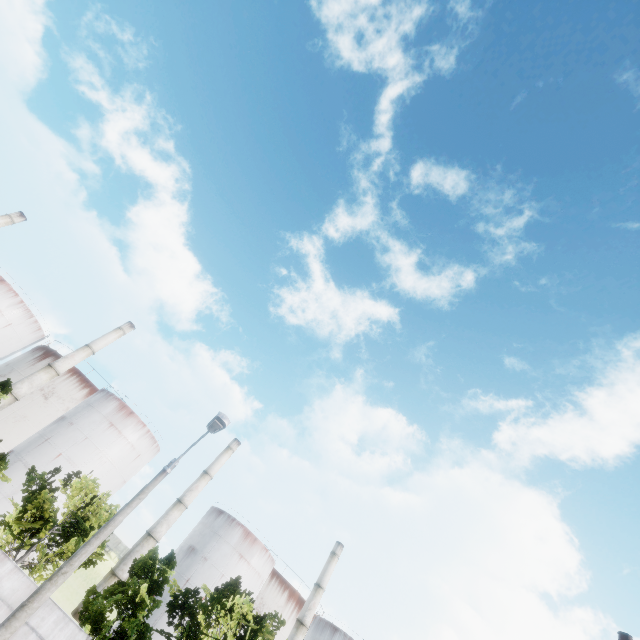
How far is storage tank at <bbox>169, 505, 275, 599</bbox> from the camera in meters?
41.3 m

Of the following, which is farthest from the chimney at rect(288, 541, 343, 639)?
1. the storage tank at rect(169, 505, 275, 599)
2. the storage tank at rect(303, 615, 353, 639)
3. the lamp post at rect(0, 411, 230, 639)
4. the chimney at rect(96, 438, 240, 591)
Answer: the lamp post at rect(0, 411, 230, 639)

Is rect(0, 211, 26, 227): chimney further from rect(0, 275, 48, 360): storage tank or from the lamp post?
the lamp post

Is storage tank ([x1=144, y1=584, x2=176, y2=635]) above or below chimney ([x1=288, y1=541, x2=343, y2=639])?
below

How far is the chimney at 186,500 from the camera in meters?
37.8

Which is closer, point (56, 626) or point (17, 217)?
point (56, 626)

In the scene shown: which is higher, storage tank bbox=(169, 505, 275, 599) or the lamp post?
storage tank bbox=(169, 505, 275, 599)

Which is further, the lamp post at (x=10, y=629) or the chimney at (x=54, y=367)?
the chimney at (x=54, y=367)
